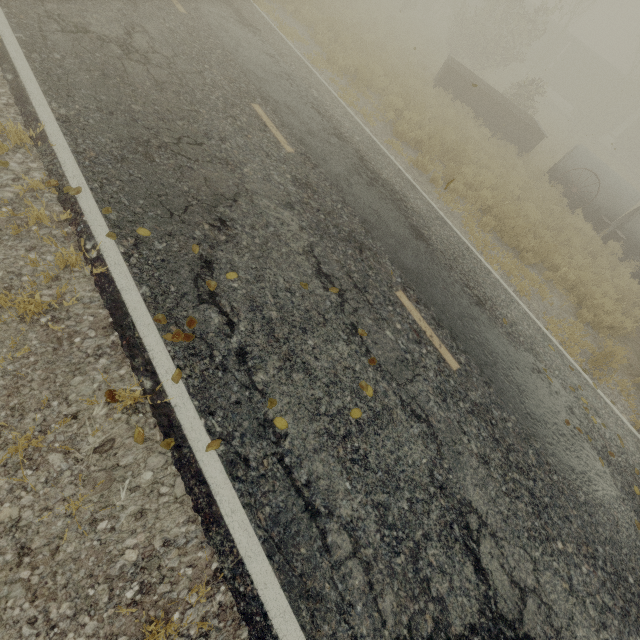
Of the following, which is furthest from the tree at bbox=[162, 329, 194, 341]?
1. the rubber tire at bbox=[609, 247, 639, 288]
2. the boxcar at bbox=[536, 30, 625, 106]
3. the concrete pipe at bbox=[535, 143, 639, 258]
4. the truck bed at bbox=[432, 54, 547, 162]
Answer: the boxcar at bbox=[536, 30, 625, 106]

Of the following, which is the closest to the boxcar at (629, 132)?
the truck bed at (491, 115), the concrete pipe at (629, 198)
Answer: the truck bed at (491, 115)

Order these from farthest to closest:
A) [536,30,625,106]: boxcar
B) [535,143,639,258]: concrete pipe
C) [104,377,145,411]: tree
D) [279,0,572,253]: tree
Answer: [536,30,625,106]: boxcar < [535,143,639,258]: concrete pipe < [279,0,572,253]: tree < [104,377,145,411]: tree

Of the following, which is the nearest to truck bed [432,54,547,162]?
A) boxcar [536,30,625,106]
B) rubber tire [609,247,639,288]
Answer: rubber tire [609,247,639,288]

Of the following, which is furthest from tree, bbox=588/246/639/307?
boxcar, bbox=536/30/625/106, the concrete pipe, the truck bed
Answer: boxcar, bbox=536/30/625/106

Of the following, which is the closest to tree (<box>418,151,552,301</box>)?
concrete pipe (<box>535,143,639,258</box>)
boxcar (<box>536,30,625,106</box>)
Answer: concrete pipe (<box>535,143,639,258</box>)

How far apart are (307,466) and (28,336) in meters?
2.9

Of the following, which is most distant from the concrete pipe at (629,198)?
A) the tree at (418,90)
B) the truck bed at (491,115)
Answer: the tree at (418,90)
